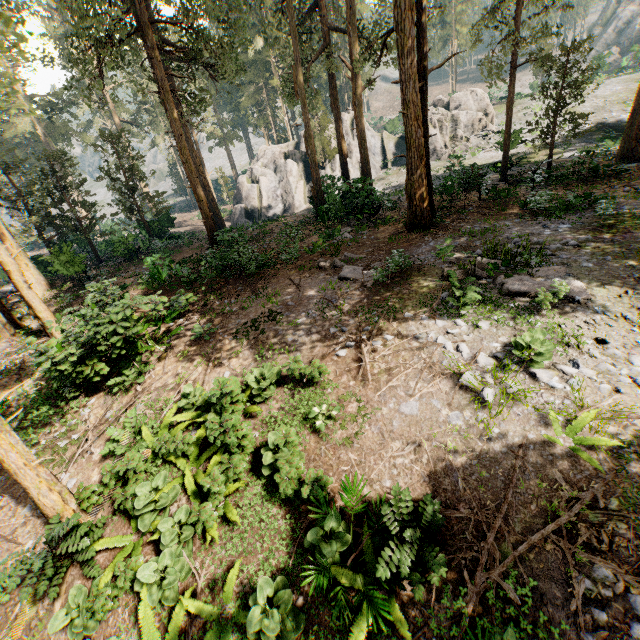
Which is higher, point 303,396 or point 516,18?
point 516,18

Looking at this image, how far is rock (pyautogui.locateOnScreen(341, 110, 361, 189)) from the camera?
22.50m

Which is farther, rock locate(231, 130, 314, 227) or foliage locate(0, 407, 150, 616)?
rock locate(231, 130, 314, 227)

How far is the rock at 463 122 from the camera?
35.84m

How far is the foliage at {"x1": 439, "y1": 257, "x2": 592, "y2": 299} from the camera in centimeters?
809cm

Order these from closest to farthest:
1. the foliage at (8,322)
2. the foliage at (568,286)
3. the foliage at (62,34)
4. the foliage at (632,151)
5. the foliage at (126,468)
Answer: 1. the foliage at (126,468)
2. the foliage at (568,286)
3. the foliage at (62,34)
4. the foliage at (8,322)
5. the foliage at (632,151)

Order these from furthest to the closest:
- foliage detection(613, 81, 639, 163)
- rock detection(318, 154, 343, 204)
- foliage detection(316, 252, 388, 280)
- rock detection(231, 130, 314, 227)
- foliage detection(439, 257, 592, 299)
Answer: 1. rock detection(231, 130, 314, 227)
2. rock detection(318, 154, 343, 204)
3. foliage detection(613, 81, 639, 163)
4. foliage detection(316, 252, 388, 280)
5. foliage detection(439, 257, 592, 299)
